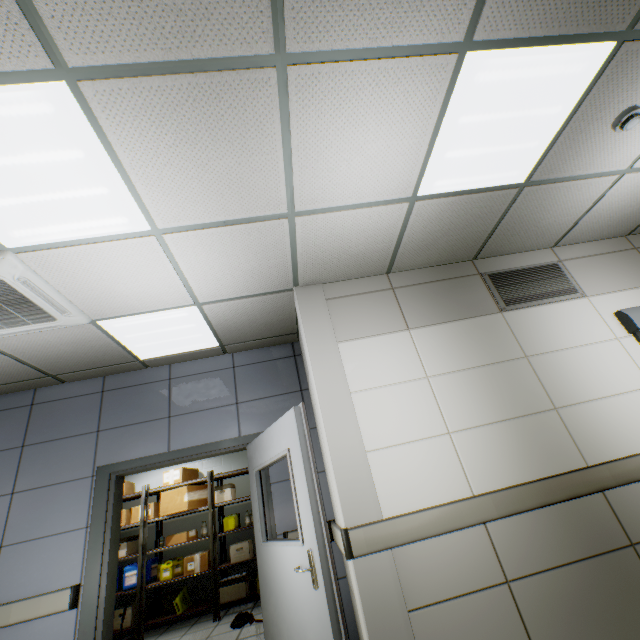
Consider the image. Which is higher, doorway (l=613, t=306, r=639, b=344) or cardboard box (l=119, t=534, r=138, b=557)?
doorway (l=613, t=306, r=639, b=344)

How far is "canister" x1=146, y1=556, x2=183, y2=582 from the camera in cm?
556

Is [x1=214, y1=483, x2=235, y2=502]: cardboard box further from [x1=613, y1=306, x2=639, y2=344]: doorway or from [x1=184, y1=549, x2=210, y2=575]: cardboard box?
[x1=613, y1=306, x2=639, y2=344]: doorway

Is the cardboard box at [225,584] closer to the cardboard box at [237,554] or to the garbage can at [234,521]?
the cardboard box at [237,554]

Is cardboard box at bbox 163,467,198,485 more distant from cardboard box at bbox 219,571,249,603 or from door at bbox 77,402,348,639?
door at bbox 77,402,348,639

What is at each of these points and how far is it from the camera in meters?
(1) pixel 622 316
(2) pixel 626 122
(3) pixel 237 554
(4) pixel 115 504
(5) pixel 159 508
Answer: (1) doorway, 3.2 m
(2) fire alarm, 2.3 m
(3) cardboard box, 5.6 m
(4) door, 3.5 m
(5) cardboard box, 6.3 m

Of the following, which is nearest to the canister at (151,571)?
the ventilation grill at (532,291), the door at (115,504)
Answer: the door at (115,504)

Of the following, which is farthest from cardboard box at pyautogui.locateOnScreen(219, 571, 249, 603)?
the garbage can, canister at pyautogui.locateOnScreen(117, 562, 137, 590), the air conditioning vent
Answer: the air conditioning vent
